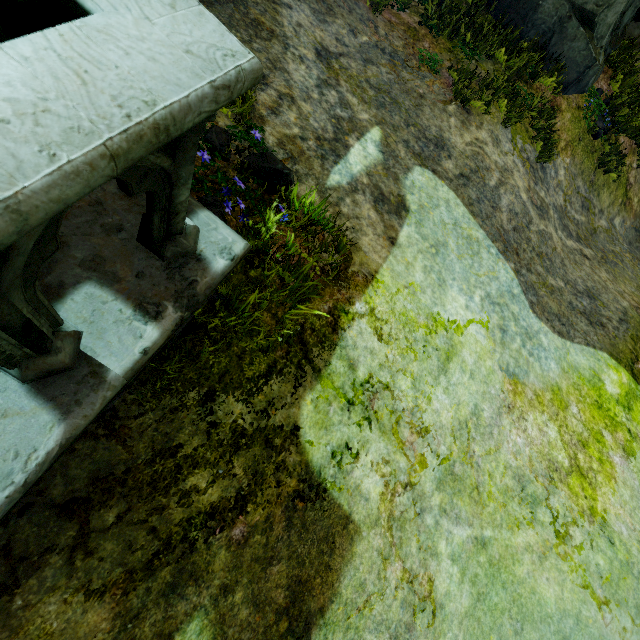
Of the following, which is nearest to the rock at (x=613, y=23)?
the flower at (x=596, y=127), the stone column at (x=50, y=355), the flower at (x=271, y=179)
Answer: the flower at (x=596, y=127)

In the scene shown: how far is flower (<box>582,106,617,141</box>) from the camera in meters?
8.0 m

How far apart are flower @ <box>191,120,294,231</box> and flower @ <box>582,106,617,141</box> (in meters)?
8.81

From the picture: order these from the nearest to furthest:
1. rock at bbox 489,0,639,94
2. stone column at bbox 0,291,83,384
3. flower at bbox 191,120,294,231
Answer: stone column at bbox 0,291,83,384 → flower at bbox 191,120,294,231 → rock at bbox 489,0,639,94

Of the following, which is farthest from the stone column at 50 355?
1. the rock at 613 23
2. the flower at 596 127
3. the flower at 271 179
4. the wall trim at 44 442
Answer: the flower at 596 127

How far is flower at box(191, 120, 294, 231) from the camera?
2.80m

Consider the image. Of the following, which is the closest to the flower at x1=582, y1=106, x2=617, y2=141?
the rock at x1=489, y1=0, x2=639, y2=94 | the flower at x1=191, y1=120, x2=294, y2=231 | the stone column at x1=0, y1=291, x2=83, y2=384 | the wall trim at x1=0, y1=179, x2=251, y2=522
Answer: the rock at x1=489, y1=0, x2=639, y2=94

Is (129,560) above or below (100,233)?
below
